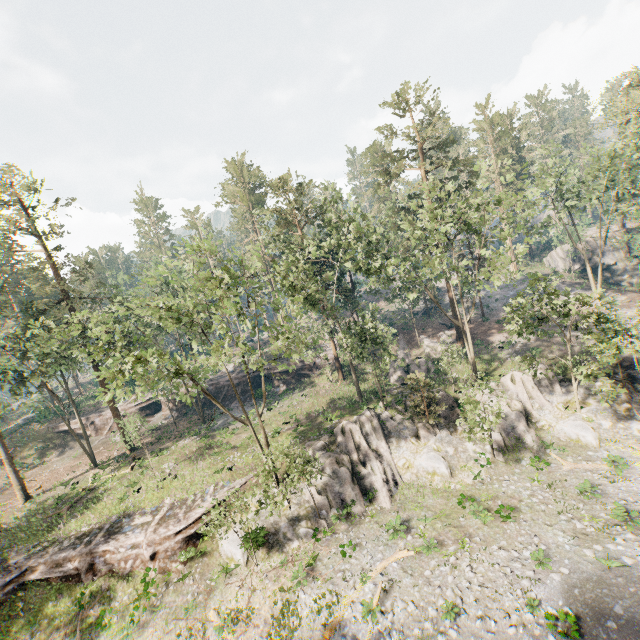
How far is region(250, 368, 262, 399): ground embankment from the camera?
42.3m

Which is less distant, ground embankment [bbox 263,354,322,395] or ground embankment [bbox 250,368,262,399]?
ground embankment [bbox 250,368,262,399]

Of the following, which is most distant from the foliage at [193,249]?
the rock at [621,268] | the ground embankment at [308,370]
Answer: the rock at [621,268]

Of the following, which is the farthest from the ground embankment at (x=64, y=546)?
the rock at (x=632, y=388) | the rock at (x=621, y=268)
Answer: the rock at (x=621, y=268)

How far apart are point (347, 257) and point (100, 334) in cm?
1841

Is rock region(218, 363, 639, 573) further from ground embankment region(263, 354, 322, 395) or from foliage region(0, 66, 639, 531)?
ground embankment region(263, 354, 322, 395)

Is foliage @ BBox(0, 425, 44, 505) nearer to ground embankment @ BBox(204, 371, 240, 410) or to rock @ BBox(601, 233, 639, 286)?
ground embankment @ BBox(204, 371, 240, 410)

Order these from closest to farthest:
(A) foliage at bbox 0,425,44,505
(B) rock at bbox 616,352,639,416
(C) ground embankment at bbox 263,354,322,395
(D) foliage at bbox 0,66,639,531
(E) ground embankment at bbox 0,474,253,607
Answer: (D) foliage at bbox 0,66,639,531 < (E) ground embankment at bbox 0,474,253,607 < (B) rock at bbox 616,352,639,416 < (A) foliage at bbox 0,425,44,505 < (C) ground embankment at bbox 263,354,322,395
